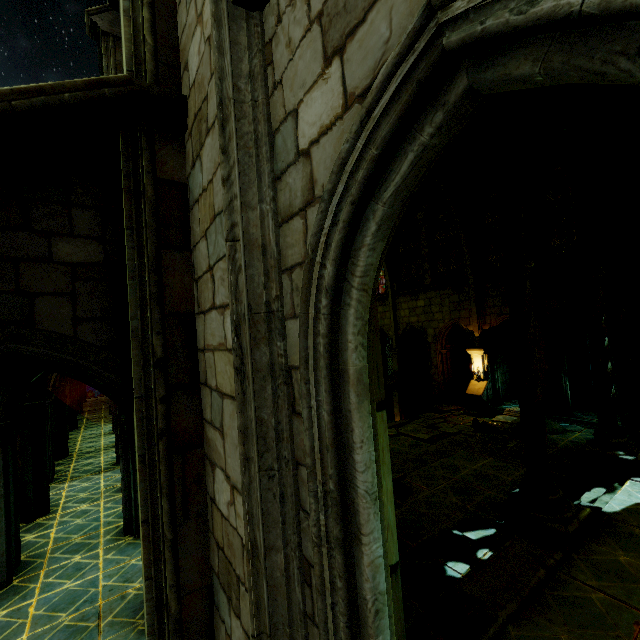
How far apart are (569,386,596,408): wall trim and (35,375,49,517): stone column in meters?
21.6 m

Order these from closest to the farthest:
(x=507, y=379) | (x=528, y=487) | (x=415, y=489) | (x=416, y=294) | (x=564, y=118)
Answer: (x=528, y=487) < (x=564, y=118) < (x=415, y=489) < (x=507, y=379) < (x=416, y=294)

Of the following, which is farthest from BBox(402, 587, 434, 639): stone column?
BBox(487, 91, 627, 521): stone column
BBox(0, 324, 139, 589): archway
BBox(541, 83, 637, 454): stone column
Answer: BBox(541, 83, 637, 454): stone column

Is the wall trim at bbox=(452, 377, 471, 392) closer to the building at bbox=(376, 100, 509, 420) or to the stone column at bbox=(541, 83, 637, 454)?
the building at bbox=(376, 100, 509, 420)

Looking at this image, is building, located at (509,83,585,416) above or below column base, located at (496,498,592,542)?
above

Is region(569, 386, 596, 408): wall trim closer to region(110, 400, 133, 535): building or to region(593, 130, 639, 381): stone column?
region(110, 400, 133, 535): building

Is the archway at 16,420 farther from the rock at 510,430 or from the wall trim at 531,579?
the rock at 510,430

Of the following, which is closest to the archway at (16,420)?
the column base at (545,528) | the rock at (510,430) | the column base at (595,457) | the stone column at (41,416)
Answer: the stone column at (41,416)
